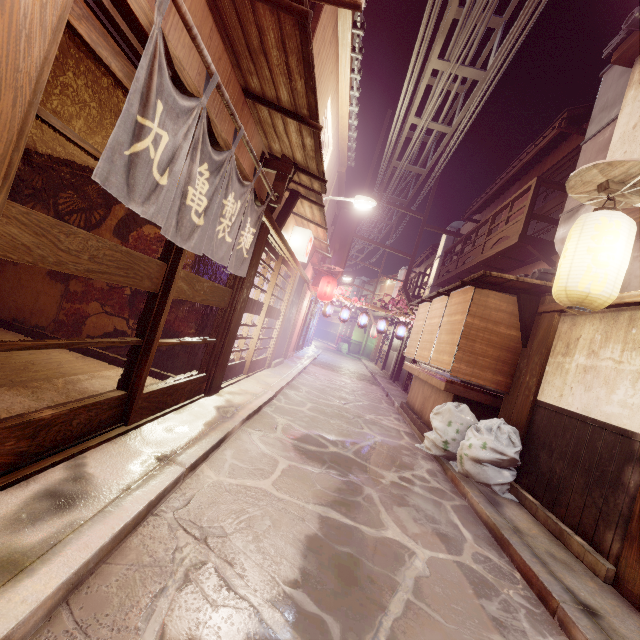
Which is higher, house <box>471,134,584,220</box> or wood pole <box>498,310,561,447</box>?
house <box>471,134,584,220</box>

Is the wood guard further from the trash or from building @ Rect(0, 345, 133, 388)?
building @ Rect(0, 345, 133, 388)

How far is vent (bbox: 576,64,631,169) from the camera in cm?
1123

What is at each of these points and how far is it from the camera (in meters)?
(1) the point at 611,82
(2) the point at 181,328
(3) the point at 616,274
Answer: (1) vent, 12.07
(2) building, 9.38
(3) lantern, 6.21

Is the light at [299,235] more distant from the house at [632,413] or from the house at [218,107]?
the house at [632,413]

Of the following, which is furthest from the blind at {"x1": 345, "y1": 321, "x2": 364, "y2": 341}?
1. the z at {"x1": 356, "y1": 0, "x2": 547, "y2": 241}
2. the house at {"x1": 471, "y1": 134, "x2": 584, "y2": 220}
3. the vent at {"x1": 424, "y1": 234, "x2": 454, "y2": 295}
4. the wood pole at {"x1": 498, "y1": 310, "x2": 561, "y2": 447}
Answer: the wood pole at {"x1": 498, "y1": 310, "x2": 561, "y2": 447}

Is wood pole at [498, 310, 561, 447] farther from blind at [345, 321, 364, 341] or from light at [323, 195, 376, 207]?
blind at [345, 321, 364, 341]

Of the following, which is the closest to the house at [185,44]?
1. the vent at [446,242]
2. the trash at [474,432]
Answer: the trash at [474,432]
